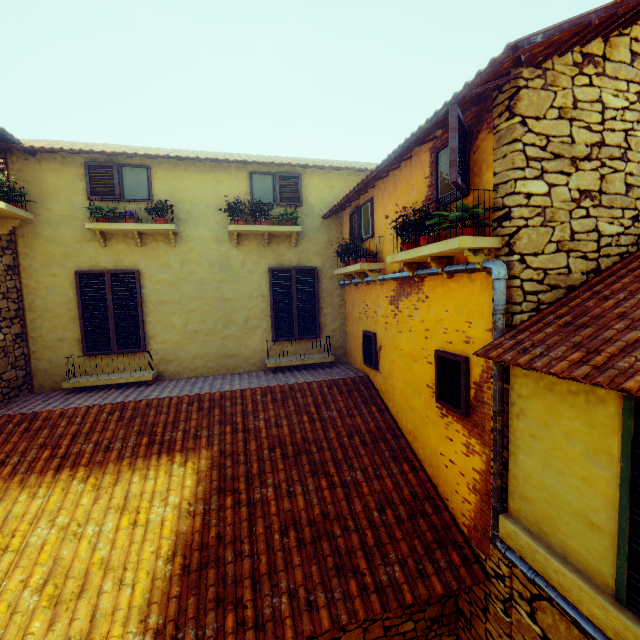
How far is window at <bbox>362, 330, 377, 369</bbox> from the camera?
6.1m

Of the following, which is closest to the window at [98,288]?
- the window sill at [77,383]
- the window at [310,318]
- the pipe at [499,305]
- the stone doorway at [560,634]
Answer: the window sill at [77,383]

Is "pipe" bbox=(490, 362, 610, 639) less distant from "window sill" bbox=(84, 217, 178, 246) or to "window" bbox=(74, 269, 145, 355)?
"window sill" bbox=(84, 217, 178, 246)

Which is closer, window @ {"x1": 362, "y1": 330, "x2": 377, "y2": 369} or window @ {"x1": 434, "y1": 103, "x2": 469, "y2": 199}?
window @ {"x1": 434, "y1": 103, "x2": 469, "y2": 199}

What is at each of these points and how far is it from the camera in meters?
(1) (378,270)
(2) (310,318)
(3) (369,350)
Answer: (1) window sill, 5.6
(2) window, 7.4
(3) window, 6.4

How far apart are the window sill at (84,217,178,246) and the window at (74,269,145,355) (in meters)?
0.49

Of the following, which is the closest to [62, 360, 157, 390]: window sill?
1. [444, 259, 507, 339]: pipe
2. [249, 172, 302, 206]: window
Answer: [249, 172, 302, 206]: window

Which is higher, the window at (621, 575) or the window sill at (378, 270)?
the window sill at (378, 270)
